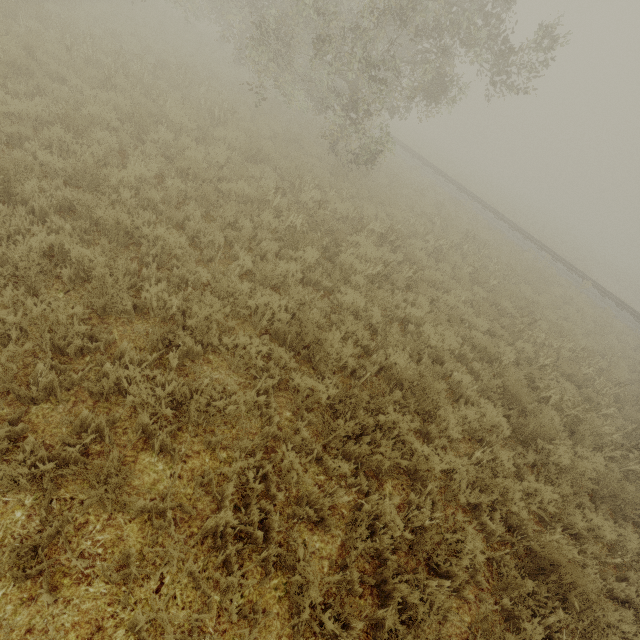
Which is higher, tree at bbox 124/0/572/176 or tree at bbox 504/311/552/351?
tree at bbox 124/0/572/176

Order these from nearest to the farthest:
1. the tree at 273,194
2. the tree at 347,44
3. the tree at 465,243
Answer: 1. the tree at 273,194
2. the tree at 347,44
3. the tree at 465,243

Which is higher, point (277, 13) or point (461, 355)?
point (277, 13)

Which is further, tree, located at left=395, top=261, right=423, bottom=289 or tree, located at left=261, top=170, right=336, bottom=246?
tree, located at left=395, top=261, right=423, bottom=289

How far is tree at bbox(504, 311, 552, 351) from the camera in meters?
8.6 m

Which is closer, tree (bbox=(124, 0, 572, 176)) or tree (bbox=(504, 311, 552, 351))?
tree (bbox=(504, 311, 552, 351))

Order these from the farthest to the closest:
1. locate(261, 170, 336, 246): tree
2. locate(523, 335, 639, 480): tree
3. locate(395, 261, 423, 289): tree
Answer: locate(395, 261, 423, 289): tree < locate(261, 170, 336, 246): tree < locate(523, 335, 639, 480): tree

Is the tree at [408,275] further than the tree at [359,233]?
Yes
